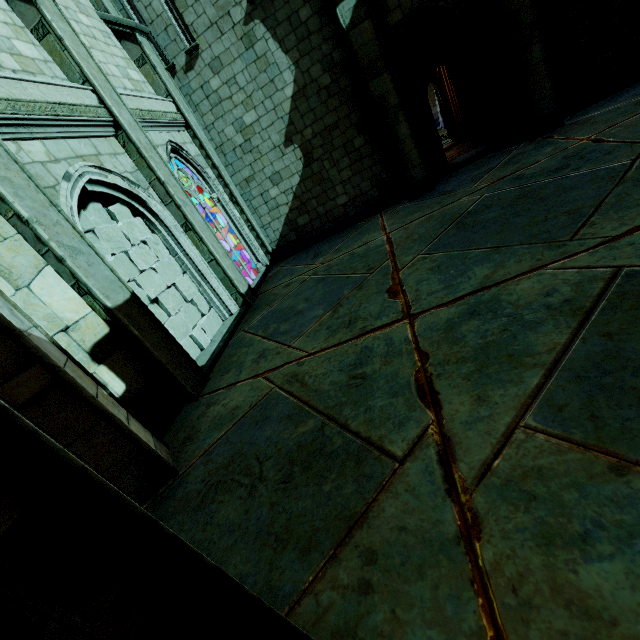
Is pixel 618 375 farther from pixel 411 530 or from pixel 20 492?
pixel 20 492

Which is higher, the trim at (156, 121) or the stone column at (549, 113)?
the trim at (156, 121)

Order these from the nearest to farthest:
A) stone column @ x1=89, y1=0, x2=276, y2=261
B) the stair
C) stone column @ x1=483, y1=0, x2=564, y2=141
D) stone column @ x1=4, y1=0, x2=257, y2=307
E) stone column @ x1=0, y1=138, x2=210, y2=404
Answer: stone column @ x1=0, y1=138, x2=210, y2=404 → stone column @ x1=4, y1=0, x2=257, y2=307 → the stair → stone column @ x1=483, y1=0, x2=564, y2=141 → stone column @ x1=89, y1=0, x2=276, y2=261

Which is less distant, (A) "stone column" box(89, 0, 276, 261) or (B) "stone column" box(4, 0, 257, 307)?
(B) "stone column" box(4, 0, 257, 307)

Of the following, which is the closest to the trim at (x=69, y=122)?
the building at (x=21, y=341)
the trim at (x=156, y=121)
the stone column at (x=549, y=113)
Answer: the trim at (x=156, y=121)

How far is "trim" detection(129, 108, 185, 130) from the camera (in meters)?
7.37

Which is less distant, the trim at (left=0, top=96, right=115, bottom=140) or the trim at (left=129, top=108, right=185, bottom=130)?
the trim at (left=0, top=96, right=115, bottom=140)

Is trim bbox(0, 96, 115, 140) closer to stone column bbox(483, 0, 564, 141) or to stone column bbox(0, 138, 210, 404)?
stone column bbox(0, 138, 210, 404)
